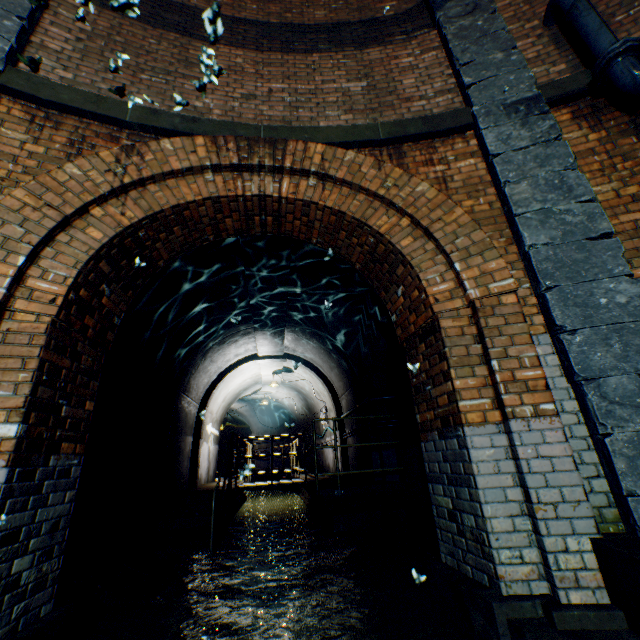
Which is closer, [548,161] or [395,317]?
[548,161]

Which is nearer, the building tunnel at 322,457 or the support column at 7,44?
the support column at 7,44

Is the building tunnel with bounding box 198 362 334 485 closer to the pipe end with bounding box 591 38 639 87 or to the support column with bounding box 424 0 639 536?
the support column with bounding box 424 0 639 536

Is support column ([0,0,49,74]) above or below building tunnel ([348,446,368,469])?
above

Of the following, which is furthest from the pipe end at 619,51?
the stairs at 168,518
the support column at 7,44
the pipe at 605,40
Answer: the stairs at 168,518

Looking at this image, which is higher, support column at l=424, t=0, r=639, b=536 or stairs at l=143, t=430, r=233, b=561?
support column at l=424, t=0, r=639, b=536

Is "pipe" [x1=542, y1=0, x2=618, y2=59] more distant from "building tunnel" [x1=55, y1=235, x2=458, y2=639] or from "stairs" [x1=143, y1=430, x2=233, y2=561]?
"stairs" [x1=143, y1=430, x2=233, y2=561]

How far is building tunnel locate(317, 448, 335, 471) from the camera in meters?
12.2
